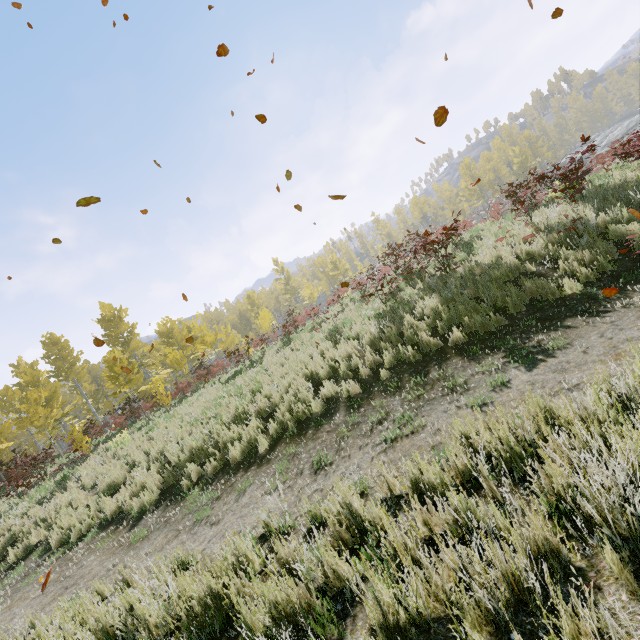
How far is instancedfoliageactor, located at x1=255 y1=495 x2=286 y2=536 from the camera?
3.8 meters

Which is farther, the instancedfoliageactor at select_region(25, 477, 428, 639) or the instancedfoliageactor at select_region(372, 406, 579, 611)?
the instancedfoliageactor at select_region(25, 477, 428, 639)

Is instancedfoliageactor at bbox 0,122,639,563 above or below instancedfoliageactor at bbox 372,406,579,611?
above

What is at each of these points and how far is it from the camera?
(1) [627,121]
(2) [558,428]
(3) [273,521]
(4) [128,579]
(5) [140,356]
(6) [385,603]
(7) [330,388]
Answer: (1) rock, 53.3m
(2) instancedfoliageactor, 2.1m
(3) instancedfoliageactor, 3.8m
(4) instancedfoliageactor, 4.2m
(5) instancedfoliageactor, 38.8m
(6) instancedfoliageactor, 1.9m
(7) instancedfoliageactor, 7.3m

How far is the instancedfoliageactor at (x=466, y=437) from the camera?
1.9m

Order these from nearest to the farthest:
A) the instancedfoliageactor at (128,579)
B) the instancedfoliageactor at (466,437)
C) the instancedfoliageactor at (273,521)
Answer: the instancedfoliageactor at (466,437), the instancedfoliageactor at (128,579), the instancedfoliageactor at (273,521)

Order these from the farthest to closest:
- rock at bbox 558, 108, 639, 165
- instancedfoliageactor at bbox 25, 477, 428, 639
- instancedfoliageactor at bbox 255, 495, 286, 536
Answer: rock at bbox 558, 108, 639, 165, instancedfoliageactor at bbox 255, 495, 286, 536, instancedfoliageactor at bbox 25, 477, 428, 639
